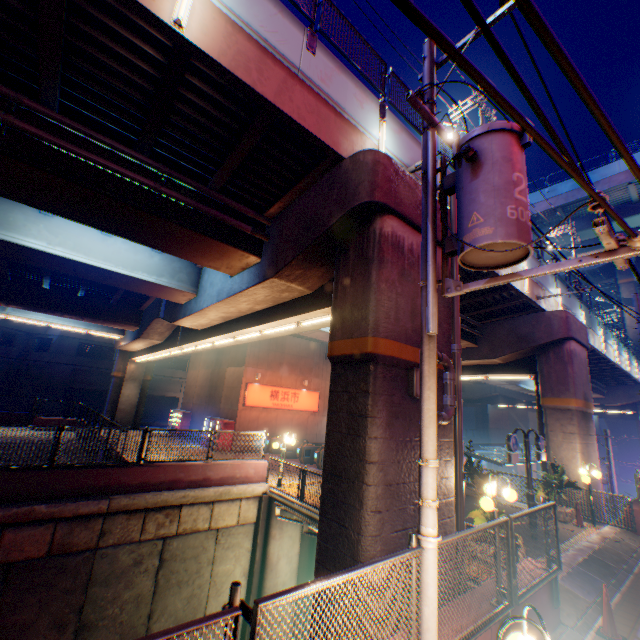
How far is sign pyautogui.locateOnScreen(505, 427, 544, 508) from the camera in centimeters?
1021cm

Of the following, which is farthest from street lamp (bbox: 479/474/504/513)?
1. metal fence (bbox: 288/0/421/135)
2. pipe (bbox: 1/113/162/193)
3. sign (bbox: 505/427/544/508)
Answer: metal fence (bbox: 288/0/421/135)

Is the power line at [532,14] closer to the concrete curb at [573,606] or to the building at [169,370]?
the concrete curb at [573,606]

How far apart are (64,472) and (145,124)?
10.4 meters

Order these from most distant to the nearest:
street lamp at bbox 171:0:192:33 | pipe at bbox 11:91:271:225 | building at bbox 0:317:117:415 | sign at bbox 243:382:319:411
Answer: building at bbox 0:317:117:415 < sign at bbox 243:382:319:411 < pipe at bbox 11:91:271:225 < street lamp at bbox 171:0:192:33

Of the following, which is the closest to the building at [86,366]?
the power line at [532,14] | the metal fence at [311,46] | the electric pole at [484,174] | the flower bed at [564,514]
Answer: the flower bed at [564,514]

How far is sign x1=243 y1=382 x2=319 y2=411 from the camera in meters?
22.8

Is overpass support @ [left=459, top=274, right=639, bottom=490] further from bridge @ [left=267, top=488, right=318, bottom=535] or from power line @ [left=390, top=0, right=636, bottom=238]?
power line @ [left=390, top=0, right=636, bottom=238]
